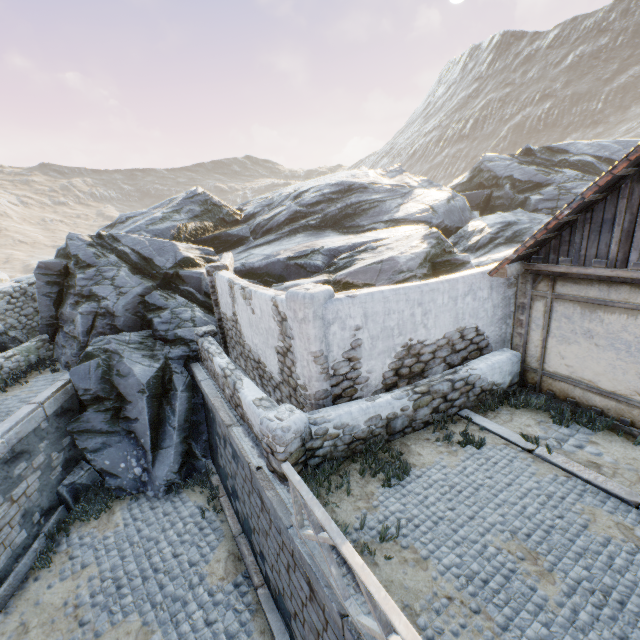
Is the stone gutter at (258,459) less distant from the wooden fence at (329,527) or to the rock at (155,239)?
the wooden fence at (329,527)

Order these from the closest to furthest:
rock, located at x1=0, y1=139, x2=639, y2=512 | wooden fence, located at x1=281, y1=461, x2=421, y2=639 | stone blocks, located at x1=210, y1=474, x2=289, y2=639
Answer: wooden fence, located at x1=281, y1=461, x2=421, y2=639 → stone blocks, located at x1=210, y1=474, x2=289, y2=639 → rock, located at x1=0, y1=139, x2=639, y2=512

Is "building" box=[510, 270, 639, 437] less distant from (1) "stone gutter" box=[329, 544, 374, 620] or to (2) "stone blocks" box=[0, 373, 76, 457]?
(2) "stone blocks" box=[0, 373, 76, 457]

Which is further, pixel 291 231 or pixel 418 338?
pixel 291 231

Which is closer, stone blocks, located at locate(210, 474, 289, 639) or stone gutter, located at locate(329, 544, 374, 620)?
stone gutter, located at locate(329, 544, 374, 620)

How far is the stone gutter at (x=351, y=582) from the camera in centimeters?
378cm

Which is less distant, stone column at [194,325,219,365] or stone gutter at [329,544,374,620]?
stone gutter at [329,544,374,620]
